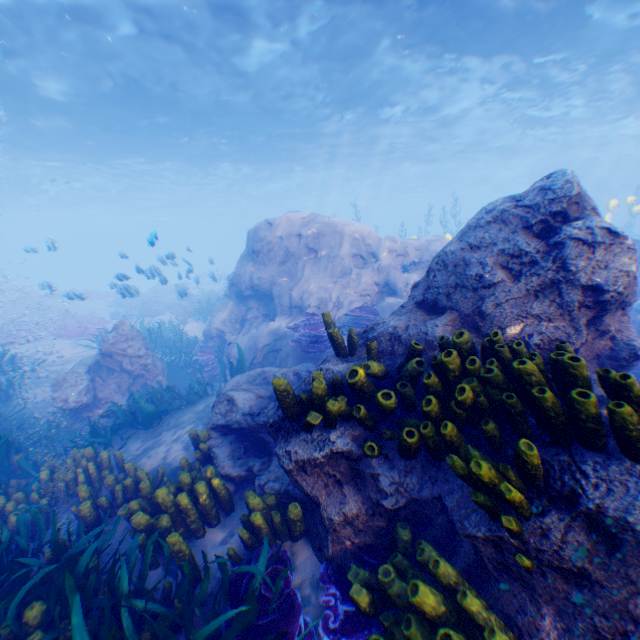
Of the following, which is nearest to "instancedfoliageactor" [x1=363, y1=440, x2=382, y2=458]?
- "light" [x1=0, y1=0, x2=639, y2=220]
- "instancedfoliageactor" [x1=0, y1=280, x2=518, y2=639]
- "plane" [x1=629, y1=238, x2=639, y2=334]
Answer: "instancedfoliageactor" [x1=0, y1=280, x2=518, y2=639]

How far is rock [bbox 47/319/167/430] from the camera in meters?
8.4 m

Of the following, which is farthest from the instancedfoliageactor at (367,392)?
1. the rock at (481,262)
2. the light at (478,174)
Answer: the light at (478,174)

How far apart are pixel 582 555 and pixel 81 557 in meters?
4.5

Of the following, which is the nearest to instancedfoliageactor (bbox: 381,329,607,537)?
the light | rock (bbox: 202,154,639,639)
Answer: rock (bbox: 202,154,639,639)

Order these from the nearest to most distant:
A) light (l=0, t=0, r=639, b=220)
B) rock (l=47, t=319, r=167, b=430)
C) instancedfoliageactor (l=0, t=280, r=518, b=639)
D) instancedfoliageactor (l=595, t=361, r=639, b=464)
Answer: instancedfoliageactor (l=595, t=361, r=639, b=464) < instancedfoliageactor (l=0, t=280, r=518, b=639) < rock (l=47, t=319, r=167, b=430) < light (l=0, t=0, r=639, b=220)

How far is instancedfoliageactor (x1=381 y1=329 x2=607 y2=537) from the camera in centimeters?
210cm

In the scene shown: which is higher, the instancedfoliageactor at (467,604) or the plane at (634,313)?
the plane at (634,313)
